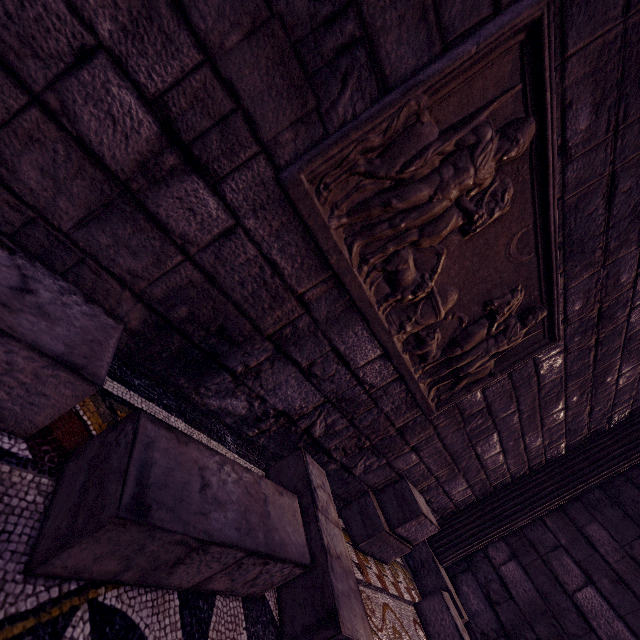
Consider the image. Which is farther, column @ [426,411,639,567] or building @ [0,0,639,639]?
column @ [426,411,639,567]

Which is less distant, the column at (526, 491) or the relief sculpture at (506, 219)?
the relief sculpture at (506, 219)

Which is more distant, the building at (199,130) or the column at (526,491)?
the column at (526,491)

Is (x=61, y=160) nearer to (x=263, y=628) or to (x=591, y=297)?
(x=263, y=628)

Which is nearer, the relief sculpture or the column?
the relief sculpture
